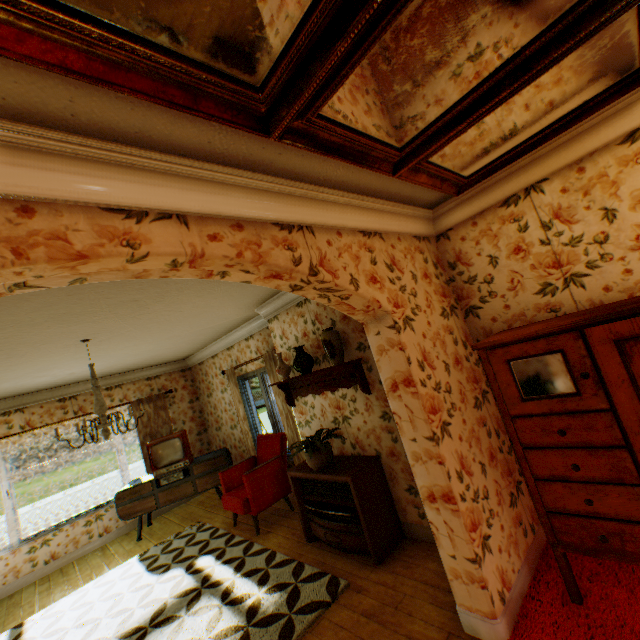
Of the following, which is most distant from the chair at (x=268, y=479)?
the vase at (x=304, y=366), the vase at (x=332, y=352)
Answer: the vase at (x=332, y=352)

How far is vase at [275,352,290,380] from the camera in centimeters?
446cm

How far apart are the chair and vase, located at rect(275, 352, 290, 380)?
1.36m

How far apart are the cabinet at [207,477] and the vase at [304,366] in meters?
3.4

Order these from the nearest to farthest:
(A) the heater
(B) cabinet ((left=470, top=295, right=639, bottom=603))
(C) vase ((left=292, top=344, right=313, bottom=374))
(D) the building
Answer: (D) the building, (B) cabinet ((left=470, top=295, right=639, bottom=603)), (A) the heater, (C) vase ((left=292, top=344, right=313, bottom=374))

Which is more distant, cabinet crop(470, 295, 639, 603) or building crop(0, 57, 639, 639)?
cabinet crop(470, 295, 639, 603)

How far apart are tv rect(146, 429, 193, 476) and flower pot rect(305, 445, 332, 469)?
3.5m

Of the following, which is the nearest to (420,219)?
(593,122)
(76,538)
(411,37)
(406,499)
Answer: (593,122)
